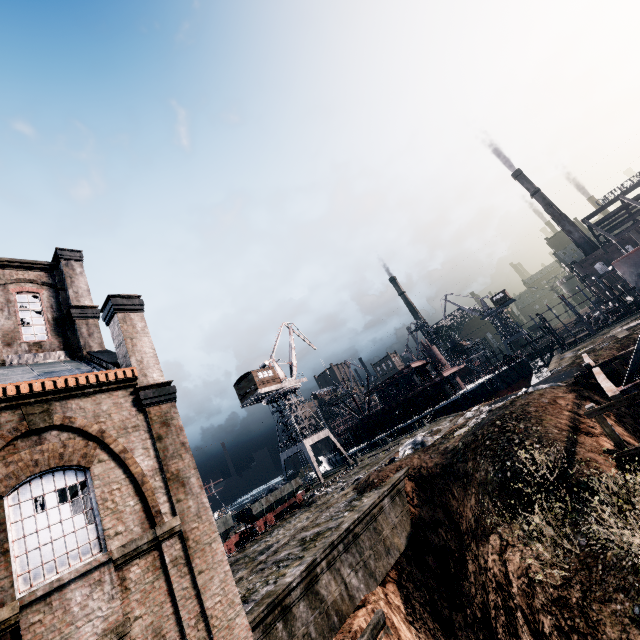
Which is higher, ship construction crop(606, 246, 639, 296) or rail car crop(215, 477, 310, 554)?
ship construction crop(606, 246, 639, 296)

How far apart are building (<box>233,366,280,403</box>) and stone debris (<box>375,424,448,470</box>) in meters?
23.3

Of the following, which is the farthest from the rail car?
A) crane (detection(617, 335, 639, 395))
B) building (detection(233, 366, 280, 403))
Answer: crane (detection(617, 335, 639, 395))

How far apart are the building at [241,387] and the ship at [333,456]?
19.0m

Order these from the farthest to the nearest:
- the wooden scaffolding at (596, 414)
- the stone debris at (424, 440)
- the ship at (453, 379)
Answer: the ship at (453, 379), the stone debris at (424, 440), the wooden scaffolding at (596, 414)

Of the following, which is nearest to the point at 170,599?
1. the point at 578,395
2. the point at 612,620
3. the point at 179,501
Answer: the point at 179,501

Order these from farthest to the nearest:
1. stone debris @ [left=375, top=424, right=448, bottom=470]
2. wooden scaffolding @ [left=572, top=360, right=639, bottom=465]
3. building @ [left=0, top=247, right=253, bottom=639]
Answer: stone debris @ [left=375, top=424, right=448, bottom=470] → wooden scaffolding @ [left=572, top=360, right=639, bottom=465] → building @ [left=0, top=247, right=253, bottom=639]

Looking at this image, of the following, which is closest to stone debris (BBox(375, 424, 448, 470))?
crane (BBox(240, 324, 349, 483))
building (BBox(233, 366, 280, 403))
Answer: crane (BBox(240, 324, 349, 483))
